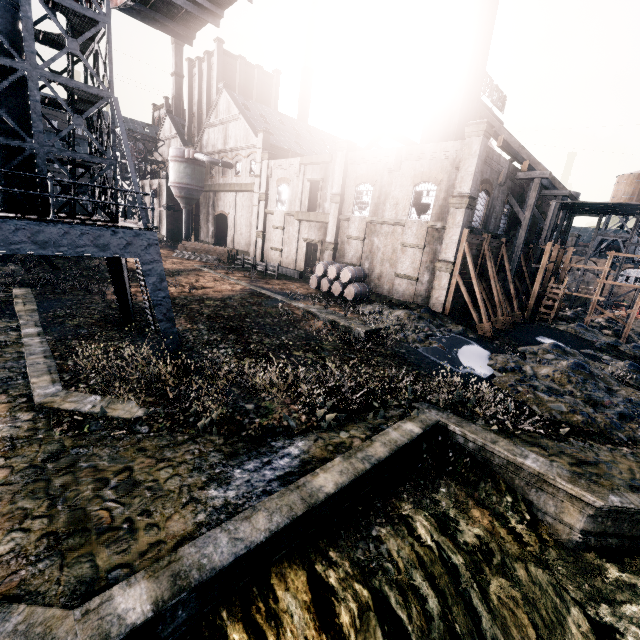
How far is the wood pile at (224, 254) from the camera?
39.78m

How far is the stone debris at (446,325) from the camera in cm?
1939

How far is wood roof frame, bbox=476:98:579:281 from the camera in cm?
2655

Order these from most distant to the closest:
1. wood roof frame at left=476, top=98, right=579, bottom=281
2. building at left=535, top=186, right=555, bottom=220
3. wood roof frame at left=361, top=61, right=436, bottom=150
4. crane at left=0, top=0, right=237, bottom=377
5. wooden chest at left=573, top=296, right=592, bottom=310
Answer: wooden chest at left=573, top=296, right=592, bottom=310 → building at left=535, top=186, right=555, bottom=220 → wood roof frame at left=361, top=61, right=436, bottom=150 → wood roof frame at left=476, top=98, right=579, bottom=281 → crane at left=0, top=0, right=237, bottom=377

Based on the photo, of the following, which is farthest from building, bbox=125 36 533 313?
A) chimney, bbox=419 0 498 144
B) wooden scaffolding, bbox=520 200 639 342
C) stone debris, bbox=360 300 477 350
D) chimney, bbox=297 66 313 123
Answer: stone debris, bbox=360 300 477 350

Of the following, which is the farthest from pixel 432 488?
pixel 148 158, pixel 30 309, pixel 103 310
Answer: pixel 148 158

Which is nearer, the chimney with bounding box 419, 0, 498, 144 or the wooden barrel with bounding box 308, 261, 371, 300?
the chimney with bounding box 419, 0, 498, 144

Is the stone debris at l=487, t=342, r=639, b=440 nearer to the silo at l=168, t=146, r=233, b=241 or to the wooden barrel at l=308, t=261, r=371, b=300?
the wooden barrel at l=308, t=261, r=371, b=300
